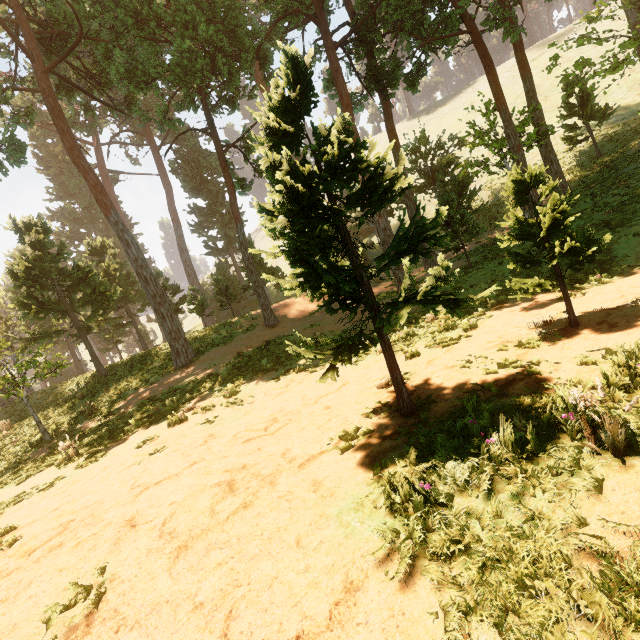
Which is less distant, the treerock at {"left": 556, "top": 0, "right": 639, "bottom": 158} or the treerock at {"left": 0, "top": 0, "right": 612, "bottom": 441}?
the treerock at {"left": 0, "top": 0, "right": 612, "bottom": 441}

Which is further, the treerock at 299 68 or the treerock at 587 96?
the treerock at 587 96

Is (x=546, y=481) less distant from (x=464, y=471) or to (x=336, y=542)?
(x=464, y=471)
